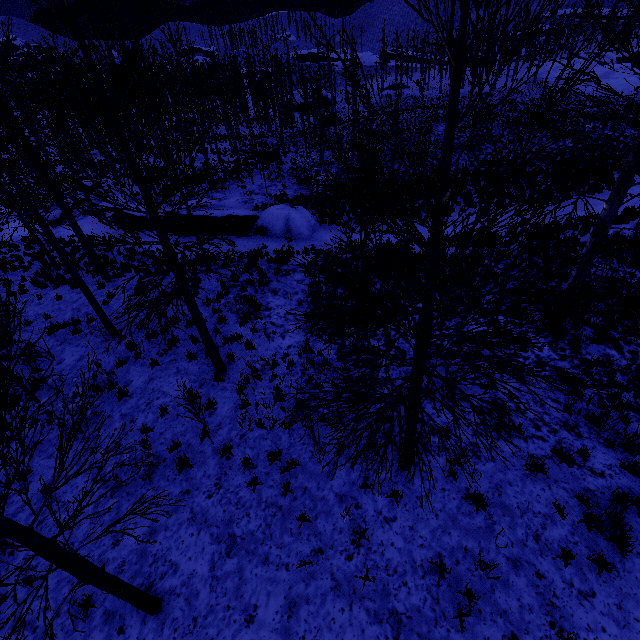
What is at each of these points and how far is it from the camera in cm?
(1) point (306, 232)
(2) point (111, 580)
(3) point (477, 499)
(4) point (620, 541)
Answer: (1) rock, 1706
(2) instancedfoliageactor, 425
(3) instancedfoliageactor, 583
(4) instancedfoliageactor, 523

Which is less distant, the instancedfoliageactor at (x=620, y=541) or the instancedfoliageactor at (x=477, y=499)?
the instancedfoliageactor at (x=620, y=541)

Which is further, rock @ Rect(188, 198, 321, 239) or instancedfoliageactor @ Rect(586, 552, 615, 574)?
rock @ Rect(188, 198, 321, 239)

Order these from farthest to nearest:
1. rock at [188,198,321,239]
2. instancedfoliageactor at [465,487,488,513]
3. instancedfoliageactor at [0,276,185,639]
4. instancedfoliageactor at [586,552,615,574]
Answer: rock at [188,198,321,239] → instancedfoliageactor at [465,487,488,513] → instancedfoliageactor at [586,552,615,574] → instancedfoliageactor at [0,276,185,639]

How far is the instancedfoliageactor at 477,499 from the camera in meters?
5.8 m

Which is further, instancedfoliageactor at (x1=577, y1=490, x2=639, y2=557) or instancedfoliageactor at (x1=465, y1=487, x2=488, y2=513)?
instancedfoliageactor at (x1=465, y1=487, x2=488, y2=513)

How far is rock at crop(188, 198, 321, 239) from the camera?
17.3 meters

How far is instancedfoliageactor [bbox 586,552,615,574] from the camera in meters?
4.9 m
